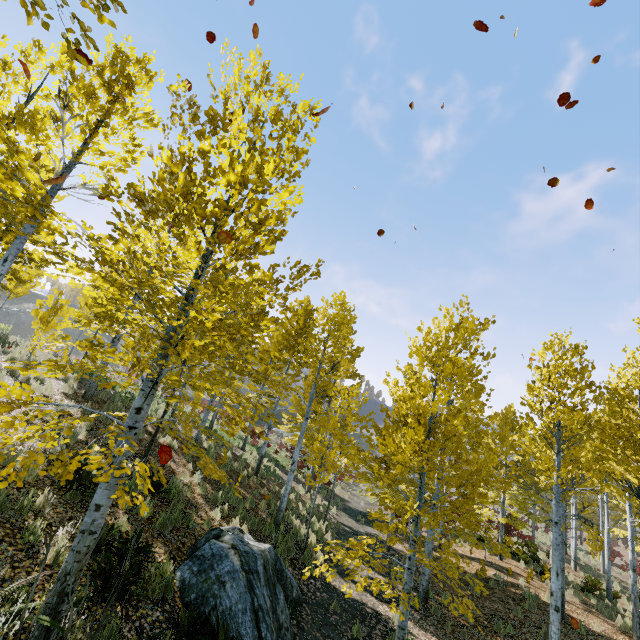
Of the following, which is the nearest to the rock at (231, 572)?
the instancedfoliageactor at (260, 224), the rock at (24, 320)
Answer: the instancedfoliageactor at (260, 224)

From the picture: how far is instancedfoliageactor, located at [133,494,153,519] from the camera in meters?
2.8 m

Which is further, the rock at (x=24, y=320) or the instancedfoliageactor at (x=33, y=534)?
the rock at (x=24, y=320)

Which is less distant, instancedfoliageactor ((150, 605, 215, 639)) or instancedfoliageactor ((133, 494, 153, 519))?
instancedfoliageactor ((133, 494, 153, 519))

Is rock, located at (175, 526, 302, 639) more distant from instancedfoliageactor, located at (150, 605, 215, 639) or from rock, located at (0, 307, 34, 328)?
rock, located at (0, 307, 34, 328)

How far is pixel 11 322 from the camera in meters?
53.9 m
